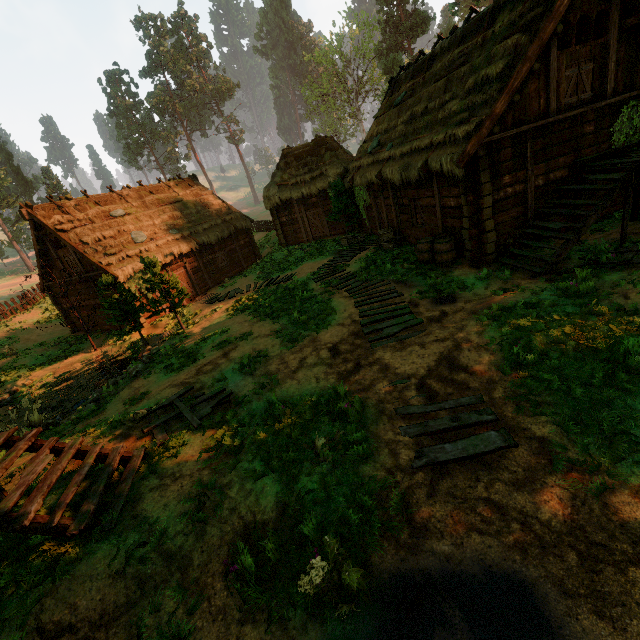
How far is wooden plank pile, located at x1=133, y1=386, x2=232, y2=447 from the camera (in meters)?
6.80

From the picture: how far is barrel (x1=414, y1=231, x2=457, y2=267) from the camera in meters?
11.1

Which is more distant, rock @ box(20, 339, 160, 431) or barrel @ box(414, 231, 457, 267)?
barrel @ box(414, 231, 457, 267)

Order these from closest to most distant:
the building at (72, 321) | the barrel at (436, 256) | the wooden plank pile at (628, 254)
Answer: the wooden plank pile at (628, 254) < the barrel at (436, 256) < the building at (72, 321)

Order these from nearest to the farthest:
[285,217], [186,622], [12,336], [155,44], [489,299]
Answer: [186,622], [489,299], [12,336], [285,217], [155,44]

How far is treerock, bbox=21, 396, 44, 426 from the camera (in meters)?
10.27

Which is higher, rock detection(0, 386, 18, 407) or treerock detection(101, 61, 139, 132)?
treerock detection(101, 61, 139, 132)

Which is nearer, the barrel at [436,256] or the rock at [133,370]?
the rock at [133,370]
